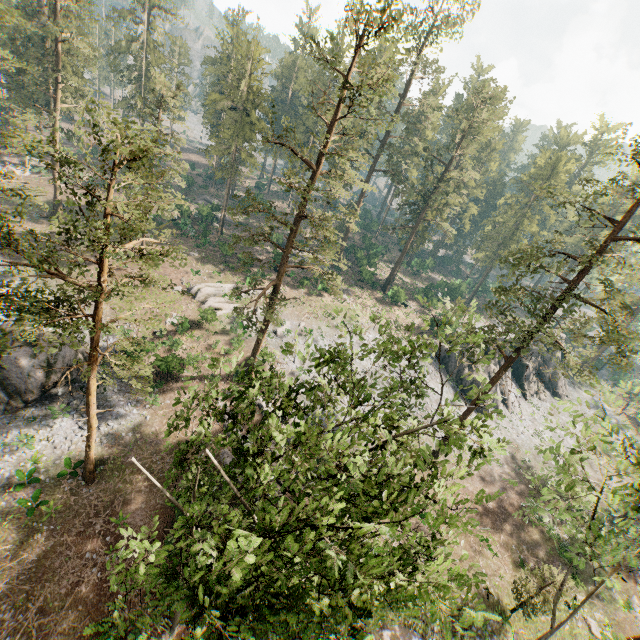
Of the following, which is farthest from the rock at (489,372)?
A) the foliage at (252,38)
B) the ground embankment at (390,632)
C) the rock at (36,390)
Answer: the rock at (36,390)

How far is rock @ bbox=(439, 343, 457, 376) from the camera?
42.0m

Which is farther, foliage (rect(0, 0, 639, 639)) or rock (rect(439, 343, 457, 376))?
rock (rect(439, 343, 457, 376))

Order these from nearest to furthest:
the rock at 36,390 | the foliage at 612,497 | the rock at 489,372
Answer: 1. the foliage at 612,497
2. the rock at 36,390
3. the rock at 489,372

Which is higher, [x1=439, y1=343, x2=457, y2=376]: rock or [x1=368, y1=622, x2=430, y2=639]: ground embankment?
[x1=439, y1=343, x2=457, y2=376]: rock

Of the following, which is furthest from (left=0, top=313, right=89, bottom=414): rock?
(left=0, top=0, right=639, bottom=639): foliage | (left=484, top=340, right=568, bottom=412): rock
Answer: (left=484, top=340, right=568, bottom=412): rock

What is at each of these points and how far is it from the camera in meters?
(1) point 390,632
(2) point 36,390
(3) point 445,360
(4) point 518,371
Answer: (1) ground embankment, 20.6 m
(2) rock, 24.4 m
(3) rock, 42.8 m
(4) rock, 46.5 m

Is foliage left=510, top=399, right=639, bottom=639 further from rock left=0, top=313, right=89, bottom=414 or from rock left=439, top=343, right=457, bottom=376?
rock left=0, top=313, right=89, bottom=414
